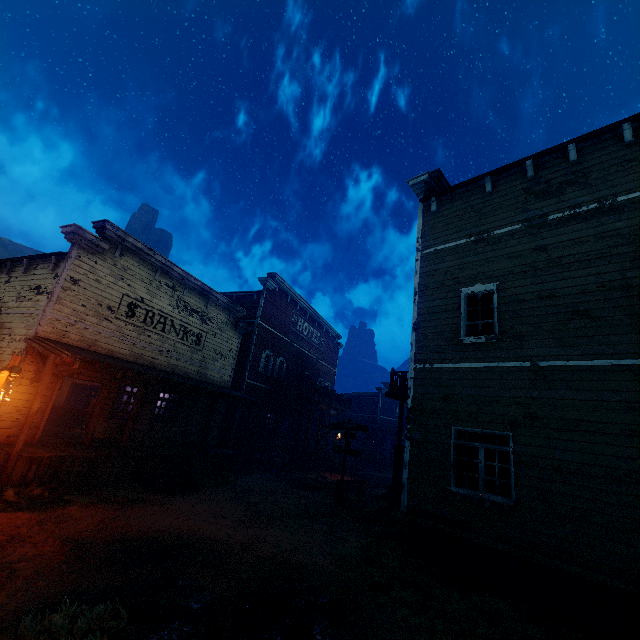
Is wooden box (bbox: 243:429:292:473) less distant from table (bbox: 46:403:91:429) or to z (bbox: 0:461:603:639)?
z (bbox: 0:461:603:639)

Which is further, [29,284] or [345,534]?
[29,284]

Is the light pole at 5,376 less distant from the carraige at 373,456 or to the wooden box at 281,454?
the wooden box at 281,454

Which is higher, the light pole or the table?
the light pole

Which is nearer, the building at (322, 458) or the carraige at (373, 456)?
the building at (322, 458)

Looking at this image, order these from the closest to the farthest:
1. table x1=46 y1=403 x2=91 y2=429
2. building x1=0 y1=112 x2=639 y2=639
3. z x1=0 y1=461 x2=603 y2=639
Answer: z x1=0 y1=461 x2=603 y2=639 → building x1=0 y1=112 x2=639 y2=639 → table x1=46 y1=403 x2=91 y2=429

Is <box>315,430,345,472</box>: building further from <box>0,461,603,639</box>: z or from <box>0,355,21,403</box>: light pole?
<box>0,355,21,403</box>: light pole
